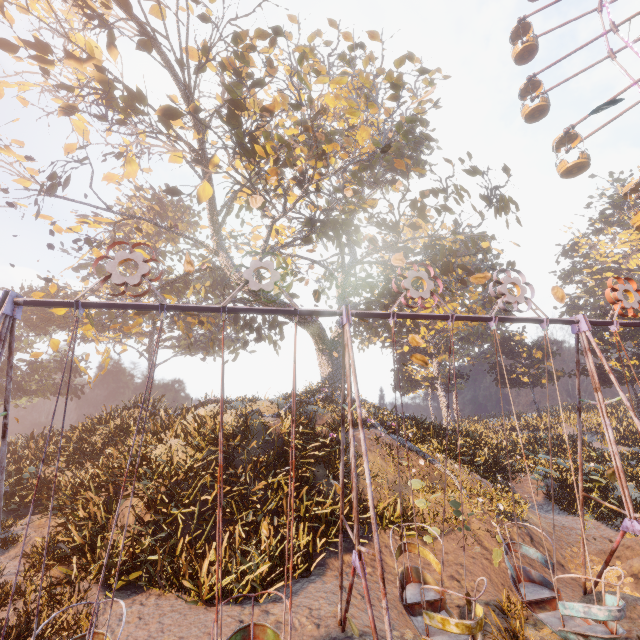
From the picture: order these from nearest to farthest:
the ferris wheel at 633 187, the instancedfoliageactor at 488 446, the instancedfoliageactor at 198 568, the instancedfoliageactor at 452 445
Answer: the instancedfoliageactor at 198 568
the instancedfoliageactor at 488 446
the instancedfoliageactor at 452 445
the ferris wheel at 633 187

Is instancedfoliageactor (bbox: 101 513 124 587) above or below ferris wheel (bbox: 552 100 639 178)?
below

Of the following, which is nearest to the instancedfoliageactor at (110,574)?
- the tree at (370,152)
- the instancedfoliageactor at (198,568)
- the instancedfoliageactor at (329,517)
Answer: the instancedfoliageactor at (198,568)

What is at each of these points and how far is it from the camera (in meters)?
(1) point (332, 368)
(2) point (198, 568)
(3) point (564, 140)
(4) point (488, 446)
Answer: (1) tree, 22.09
(2) instancedfoliageactor, 7.70
(3) ferris wheel, 21.31
(4) instancedfoliageactor, 23.22

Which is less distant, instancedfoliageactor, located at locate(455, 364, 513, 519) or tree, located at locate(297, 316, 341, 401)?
instancedfoliageactor, located at locate(455, 364, 513, 519)

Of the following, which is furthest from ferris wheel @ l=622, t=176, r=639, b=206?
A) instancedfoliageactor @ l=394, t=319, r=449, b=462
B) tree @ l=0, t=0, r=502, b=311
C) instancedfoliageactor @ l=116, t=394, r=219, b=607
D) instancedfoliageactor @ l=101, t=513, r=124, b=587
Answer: instancedfoliageactor @ l=101, t=513, r=124, b=587

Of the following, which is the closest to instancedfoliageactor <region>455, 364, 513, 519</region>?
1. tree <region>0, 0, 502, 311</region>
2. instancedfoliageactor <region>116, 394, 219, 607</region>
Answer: tree <region>0, 0, 502, 311</region>

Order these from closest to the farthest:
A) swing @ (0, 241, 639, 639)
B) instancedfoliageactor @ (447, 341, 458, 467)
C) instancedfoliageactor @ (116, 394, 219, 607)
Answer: swing @ (0, 241, 639, 639), instancedfoliageactor @ (116, 394, 219, 607), instancedfoliageactor @ (447, 341, 458, 467)
